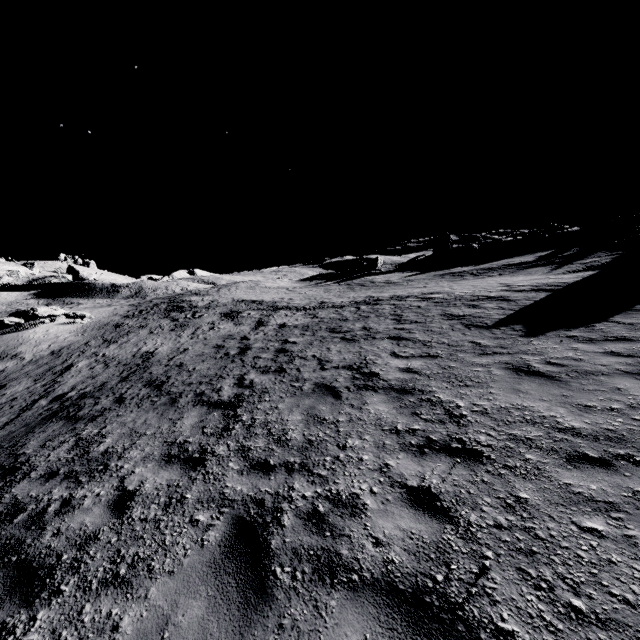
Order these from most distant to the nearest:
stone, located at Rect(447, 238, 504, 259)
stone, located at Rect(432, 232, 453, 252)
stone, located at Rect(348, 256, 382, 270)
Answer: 1. stone, located at Rect(432, 232, 453, 252)
2. stone, located at Rect(348, 256, 382, 270)
3. stone, located at Rect(447, 238, 504, 259)

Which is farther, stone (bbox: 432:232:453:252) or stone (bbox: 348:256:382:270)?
stone (bbox: 432:232:453:252)

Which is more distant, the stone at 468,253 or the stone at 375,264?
the stone at 375,264

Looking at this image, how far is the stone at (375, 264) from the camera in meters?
49.8

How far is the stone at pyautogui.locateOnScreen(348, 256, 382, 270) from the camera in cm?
4981

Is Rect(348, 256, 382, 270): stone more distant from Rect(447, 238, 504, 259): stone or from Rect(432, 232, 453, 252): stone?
Rect(447, 238, 504, 259): stone

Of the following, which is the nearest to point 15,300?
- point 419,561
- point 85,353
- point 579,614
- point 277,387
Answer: point 85,353
